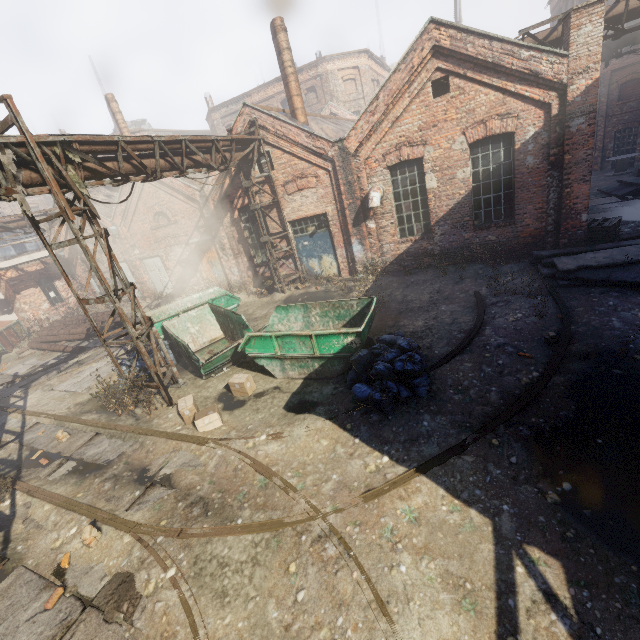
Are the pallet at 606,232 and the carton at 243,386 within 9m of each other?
no

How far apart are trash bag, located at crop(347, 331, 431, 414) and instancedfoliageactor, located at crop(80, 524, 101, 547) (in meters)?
4.90

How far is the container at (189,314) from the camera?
7.5m

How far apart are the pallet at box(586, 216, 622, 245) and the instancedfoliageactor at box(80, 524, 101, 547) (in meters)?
15.02

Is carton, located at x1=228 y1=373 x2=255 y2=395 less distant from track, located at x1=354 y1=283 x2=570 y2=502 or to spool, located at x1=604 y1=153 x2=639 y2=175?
track, located at x1=354 y1=283 x2=570 y2=502

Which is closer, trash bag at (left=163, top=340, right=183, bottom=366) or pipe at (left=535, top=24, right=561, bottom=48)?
pipe at (left=535, top=24, right=561, bottom=48)

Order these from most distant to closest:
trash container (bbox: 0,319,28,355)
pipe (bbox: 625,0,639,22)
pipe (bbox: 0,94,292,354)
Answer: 1. trash container (bbox: 0,319,28,355)
2. pipe (bbox: 625,0,639,22)
3. pipe (bbox: 0,94,292,354)

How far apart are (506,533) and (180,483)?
5.3m
